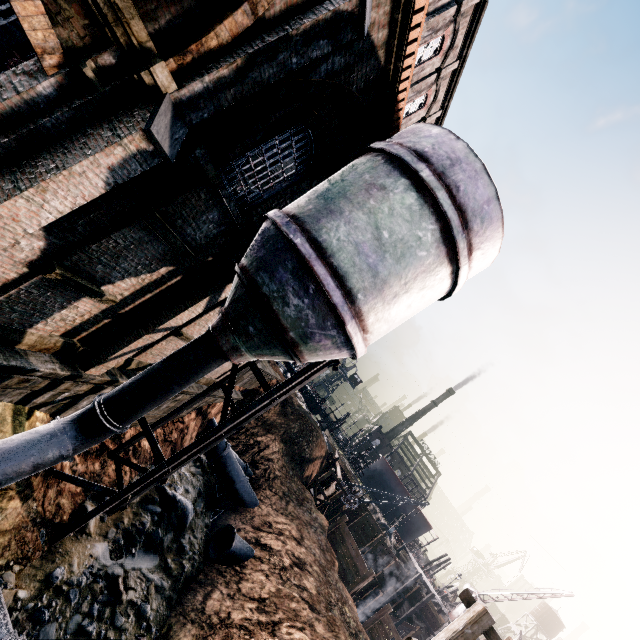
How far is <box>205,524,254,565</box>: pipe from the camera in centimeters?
1734cm

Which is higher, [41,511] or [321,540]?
[321,540]

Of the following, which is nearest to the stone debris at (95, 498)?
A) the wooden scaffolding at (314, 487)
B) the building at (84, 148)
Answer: the building at (84, 148)

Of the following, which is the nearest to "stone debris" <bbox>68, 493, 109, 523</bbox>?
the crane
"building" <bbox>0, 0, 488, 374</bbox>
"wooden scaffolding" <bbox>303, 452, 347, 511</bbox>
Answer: "building" <bbox>0, 0, 488, 374</bbox>

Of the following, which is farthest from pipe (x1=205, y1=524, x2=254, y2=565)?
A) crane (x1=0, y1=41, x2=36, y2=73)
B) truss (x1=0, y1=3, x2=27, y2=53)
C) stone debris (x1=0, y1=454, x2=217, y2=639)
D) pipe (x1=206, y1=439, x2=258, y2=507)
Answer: crane (x1=0, y1=41, x2=36, y2=73)

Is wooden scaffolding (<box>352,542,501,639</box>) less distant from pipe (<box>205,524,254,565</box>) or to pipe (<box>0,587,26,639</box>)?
pipe (<box>205,524,254,565</box>)

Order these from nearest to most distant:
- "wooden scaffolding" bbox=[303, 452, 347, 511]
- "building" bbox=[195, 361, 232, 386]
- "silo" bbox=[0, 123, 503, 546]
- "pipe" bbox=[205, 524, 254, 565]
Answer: "silo" bbox=[0, 123, 503, 546], "pipe" bbox=[205, 524, 254, 565], "building" bbox=[195, 361, 232, 386], "wooden scaffolding" bbox=[303, 452, 347, 511]

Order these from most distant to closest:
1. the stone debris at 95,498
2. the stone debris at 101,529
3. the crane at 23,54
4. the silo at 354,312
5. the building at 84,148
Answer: the stone debris at 95,498 → the stone debris at 101,529 → the crane at 23,54 → the silo at 354,312 → the building at 84,148
